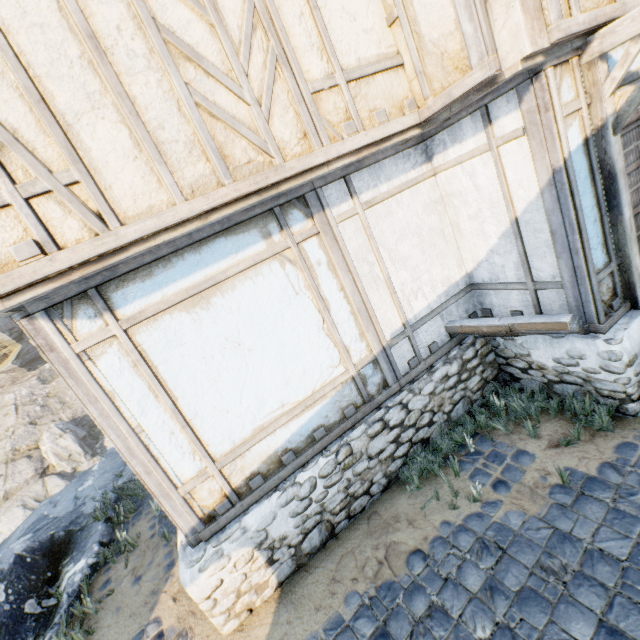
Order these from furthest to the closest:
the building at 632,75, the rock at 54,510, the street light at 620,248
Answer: the rock at 54,510, the building at 632,75, the street light at 620,248

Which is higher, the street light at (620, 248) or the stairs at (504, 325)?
the street light at (620, 248)

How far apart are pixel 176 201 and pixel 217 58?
1.3m

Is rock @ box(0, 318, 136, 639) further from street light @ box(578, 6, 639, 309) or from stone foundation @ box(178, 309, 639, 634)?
street light @ box(578, 6, 639, 309)

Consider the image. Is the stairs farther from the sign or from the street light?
the sign

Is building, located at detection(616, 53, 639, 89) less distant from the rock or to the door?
the door

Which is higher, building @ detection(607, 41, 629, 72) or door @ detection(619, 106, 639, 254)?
building @ detection(607, 41, 629, 72)
